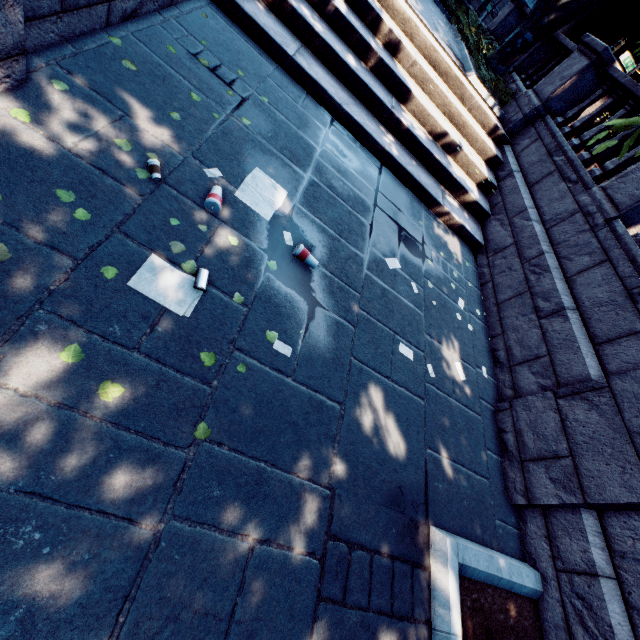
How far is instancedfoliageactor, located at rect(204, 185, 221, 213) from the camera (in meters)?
3.14

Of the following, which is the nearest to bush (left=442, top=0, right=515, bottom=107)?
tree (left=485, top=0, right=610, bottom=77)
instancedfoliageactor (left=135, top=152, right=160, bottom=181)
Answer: tree (left=485, top=0, right=610, bottom=77)

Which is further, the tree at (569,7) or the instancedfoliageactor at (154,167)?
the tree at (569,7)

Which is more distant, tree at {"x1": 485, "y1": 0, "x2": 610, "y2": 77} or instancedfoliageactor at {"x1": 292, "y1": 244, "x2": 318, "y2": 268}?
tree at {"x1": 485, "y1": 0, "x2": 610, "y2": 77}

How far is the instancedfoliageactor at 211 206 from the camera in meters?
3.1 m

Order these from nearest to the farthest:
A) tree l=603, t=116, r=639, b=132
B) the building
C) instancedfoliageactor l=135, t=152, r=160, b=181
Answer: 1. tree l=603, t=116, r=639, b=132
2. instancedfoliageactor l=135, t=152, r=160, b=181
3. the building

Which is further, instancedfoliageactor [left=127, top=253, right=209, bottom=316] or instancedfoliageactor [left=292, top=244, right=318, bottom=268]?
instancedfoliageactor [left=292, top=244, right=318, bottom=268]

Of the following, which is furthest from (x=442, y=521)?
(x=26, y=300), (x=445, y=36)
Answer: (x=445, y=36)
